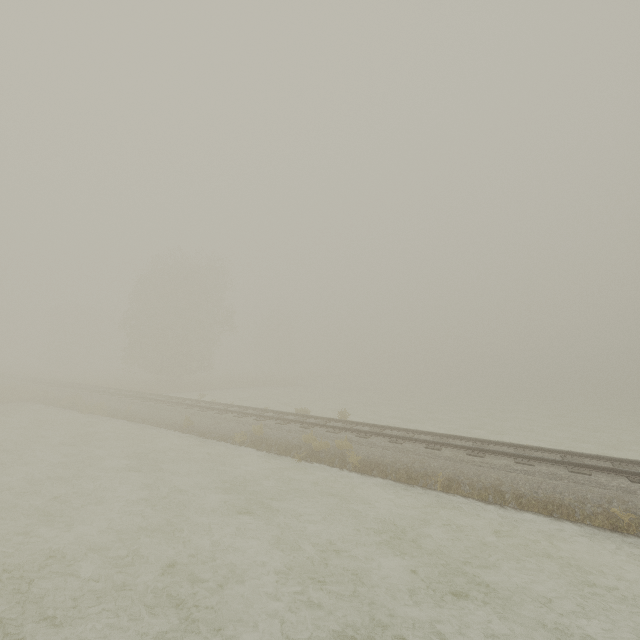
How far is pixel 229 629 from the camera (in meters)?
5.26
